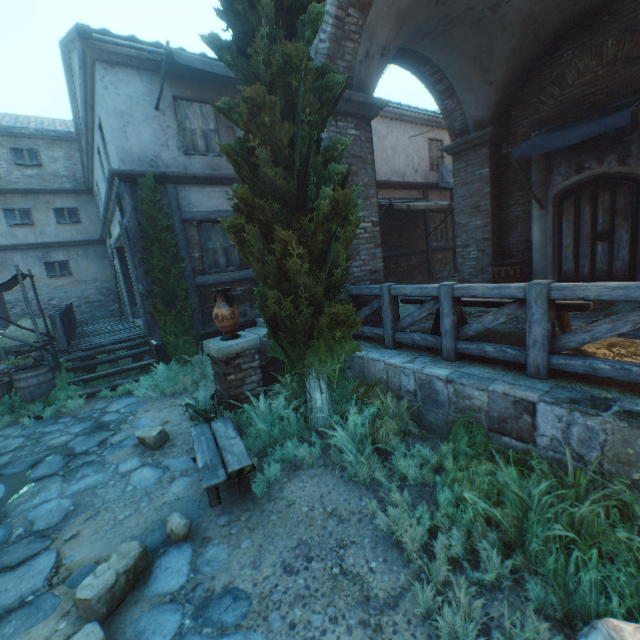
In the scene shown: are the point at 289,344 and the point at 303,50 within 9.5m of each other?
yes

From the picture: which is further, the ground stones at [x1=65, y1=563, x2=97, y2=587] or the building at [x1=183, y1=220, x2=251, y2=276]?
the building at [x1=183, y1=220, x2=251, y2=276]

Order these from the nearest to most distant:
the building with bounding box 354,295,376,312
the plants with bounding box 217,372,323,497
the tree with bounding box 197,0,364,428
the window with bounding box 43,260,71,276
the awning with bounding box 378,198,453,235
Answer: the tree with bounding box 197,0,364,428 → the plants with bounding box 217,372,323,497 → the building with bounding box 354,295,376,312 → the awning with bounding box 378,198,453,235 → the window with bounding box 43,260,71,276

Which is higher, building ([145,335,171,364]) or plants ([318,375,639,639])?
building ([145,335,171,364])

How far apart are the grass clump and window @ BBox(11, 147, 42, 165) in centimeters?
1704cm

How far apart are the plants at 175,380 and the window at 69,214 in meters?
13.2 m

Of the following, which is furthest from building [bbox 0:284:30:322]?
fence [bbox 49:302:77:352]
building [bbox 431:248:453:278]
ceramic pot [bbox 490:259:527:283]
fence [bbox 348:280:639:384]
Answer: ceramic pot [bbox 490:259:527:283]

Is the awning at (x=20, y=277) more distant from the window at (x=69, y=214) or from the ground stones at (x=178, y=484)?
the window at (x=69, y=214)
